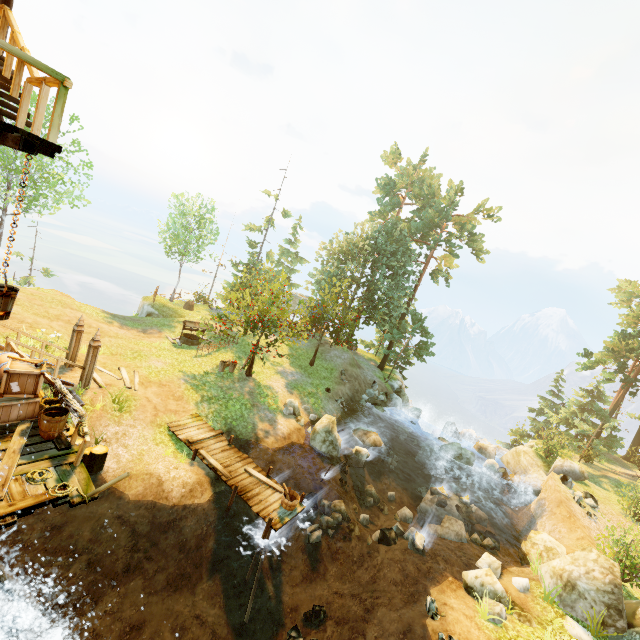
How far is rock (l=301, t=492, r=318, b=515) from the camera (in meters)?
14.42

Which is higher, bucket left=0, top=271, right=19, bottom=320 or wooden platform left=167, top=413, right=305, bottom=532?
bucket left=0, top=271, right=19, bottom=320

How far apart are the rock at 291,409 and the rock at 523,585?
11.8 meters

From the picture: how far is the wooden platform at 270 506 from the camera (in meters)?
11.64

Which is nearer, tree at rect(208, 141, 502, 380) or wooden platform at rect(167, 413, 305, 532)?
wooden platform at rect(167, 413, 305, 532)

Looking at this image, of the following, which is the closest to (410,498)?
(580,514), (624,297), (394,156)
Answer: (580,514)

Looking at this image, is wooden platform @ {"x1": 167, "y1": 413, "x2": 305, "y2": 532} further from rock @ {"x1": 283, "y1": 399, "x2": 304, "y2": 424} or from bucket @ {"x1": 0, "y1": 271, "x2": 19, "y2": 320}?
bucket @ {"x1": 0, "y1": 271, "x2": 19, "y2": 320}

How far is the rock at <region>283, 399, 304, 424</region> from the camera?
19.8m
